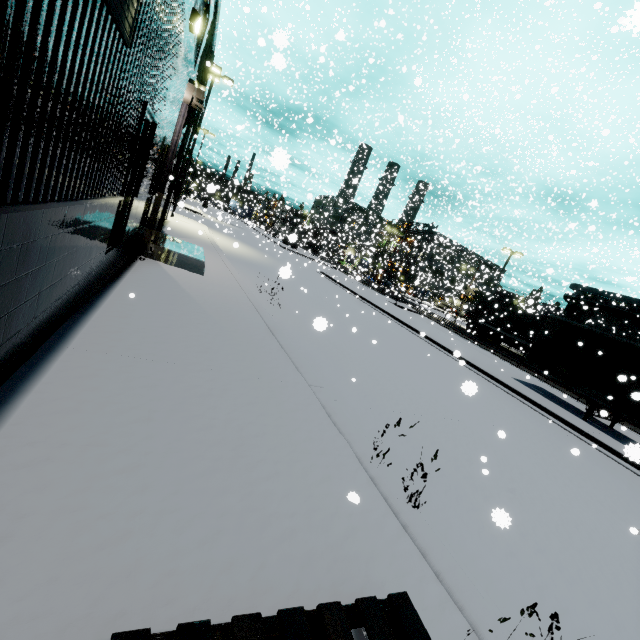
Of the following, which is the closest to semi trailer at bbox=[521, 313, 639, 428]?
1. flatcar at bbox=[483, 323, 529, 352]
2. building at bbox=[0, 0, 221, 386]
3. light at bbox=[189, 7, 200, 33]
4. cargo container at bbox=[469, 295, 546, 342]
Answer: building at bbox=[0, 0, 221, 386]

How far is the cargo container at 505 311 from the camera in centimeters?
2769cm

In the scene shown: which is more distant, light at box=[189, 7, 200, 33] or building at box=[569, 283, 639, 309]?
building at box=[569, 283, 639, 309]

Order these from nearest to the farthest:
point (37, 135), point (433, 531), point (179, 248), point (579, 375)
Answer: point (37, 135) → point (433, 531) → point (179, 248) → point (579, 375)

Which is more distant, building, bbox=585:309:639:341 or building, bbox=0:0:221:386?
building, bbox=585:309:639:341

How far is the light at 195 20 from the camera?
6.51m

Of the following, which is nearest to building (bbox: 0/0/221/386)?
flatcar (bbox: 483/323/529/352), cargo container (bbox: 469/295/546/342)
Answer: cargo container (bbox: 469/295/546/342)

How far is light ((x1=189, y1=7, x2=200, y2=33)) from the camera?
6.5m
